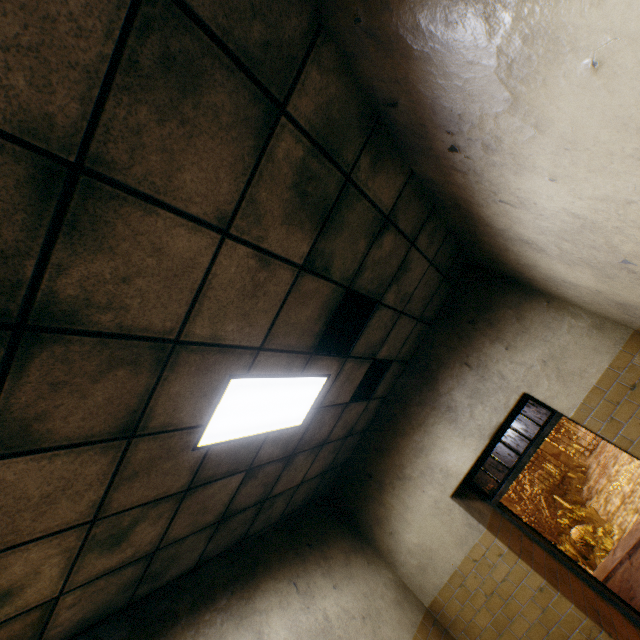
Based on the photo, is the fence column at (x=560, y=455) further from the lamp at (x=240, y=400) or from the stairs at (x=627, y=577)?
the lamp at (x=240, y=400)

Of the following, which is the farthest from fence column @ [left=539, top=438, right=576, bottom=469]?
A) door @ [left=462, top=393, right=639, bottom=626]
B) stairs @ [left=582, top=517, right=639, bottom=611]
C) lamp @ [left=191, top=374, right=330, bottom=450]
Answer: lamp @ [left=191, top=374, right=330, bottom=450]

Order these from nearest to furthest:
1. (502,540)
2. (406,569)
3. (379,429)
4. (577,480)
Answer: (502,540), (406,569), (379,429), (577,480)

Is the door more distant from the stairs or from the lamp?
the lamp

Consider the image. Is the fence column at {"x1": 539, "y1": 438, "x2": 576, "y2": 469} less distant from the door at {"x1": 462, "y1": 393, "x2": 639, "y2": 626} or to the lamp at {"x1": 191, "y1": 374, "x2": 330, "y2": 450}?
the door at {"x1": 462, "y1": 393, "x2": 639, "y2": 626}

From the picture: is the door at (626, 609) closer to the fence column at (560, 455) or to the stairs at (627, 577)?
the stairs at (627, 577)

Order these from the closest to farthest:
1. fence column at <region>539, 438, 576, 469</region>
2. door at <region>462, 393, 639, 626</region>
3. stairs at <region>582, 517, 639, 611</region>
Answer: door at <region>462, 393, 639, 626</region>
stairs at <region>582, 517, 639, 611</region>
fence column at <region>539, 438, 576, 469</region>
